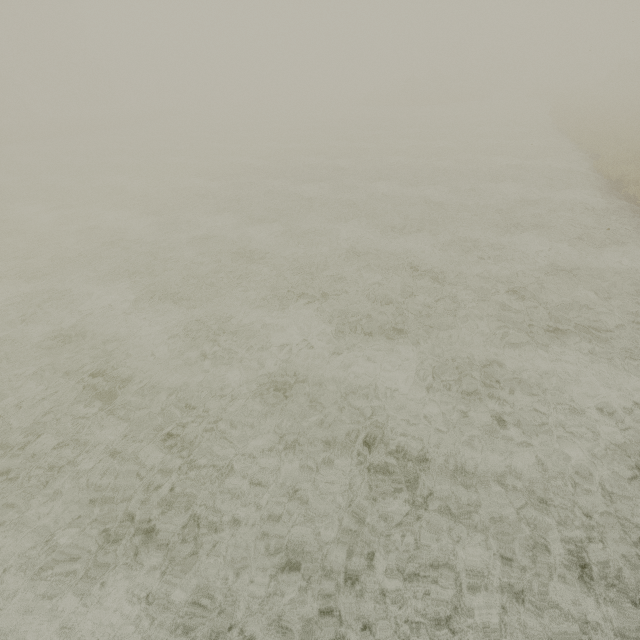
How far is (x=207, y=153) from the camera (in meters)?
23.95
